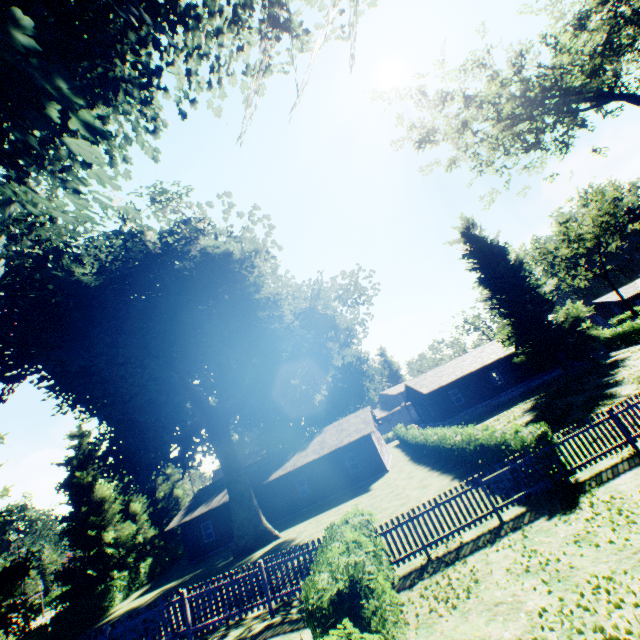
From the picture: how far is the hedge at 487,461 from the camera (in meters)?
10.49

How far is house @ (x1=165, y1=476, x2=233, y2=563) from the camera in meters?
29.2

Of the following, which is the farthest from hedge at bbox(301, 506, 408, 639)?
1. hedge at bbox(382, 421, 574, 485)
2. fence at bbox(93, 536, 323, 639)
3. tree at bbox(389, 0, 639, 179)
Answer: tree at bbox(389, 0, 639, 179)

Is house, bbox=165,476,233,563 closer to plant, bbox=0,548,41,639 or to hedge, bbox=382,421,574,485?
hedge, bbox=382,421,574,485

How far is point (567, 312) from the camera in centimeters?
3138cm

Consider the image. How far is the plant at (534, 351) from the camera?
30.2m

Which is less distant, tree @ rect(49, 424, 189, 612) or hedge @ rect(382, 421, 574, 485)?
hedge @ rect(382, 421, 574, 485)

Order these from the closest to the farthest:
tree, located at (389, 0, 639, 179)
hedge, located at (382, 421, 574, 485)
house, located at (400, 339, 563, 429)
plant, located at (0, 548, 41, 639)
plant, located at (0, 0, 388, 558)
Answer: plant, located at (0, 0, 388, 558), hedge, located at (382, 421, 574, 485), tree, located at (389, 0, 639, 179), plant, located at (0, 548, 41, 639), house, located at (400, 339, 563, 429)
